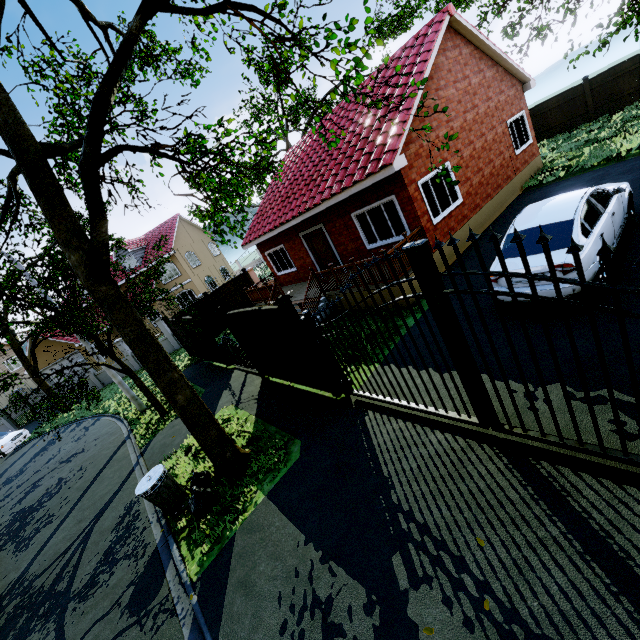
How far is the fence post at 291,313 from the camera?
6.4m

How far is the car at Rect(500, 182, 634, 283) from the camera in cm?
556

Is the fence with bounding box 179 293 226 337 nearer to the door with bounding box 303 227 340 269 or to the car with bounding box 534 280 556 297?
the car with bounding box 534 280 556 297

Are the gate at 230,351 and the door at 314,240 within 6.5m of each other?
yes

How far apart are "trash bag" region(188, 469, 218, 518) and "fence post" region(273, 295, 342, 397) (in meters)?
3.06

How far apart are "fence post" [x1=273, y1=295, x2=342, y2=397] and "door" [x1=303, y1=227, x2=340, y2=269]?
7.0m

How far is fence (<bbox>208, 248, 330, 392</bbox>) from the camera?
7.2m

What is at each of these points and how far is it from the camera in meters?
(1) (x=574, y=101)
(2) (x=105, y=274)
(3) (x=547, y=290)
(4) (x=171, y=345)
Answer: (1) fence, 18.5
(2) tree, 5.5
(3) car, 5.8
(4) fence, 22.3
